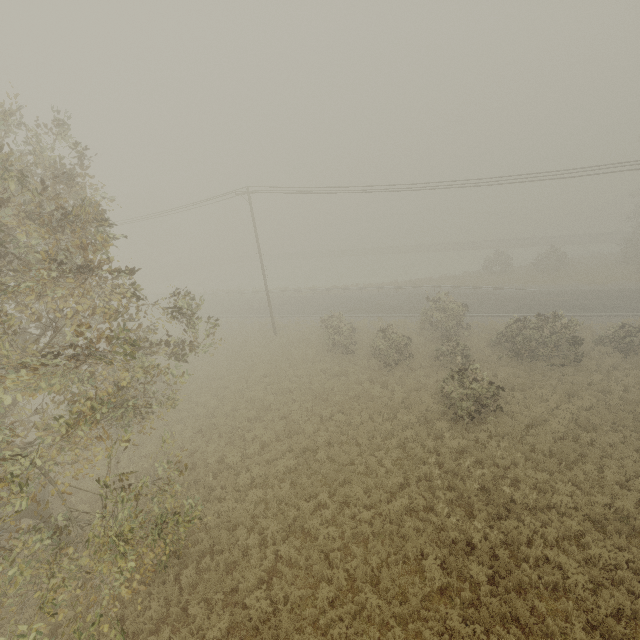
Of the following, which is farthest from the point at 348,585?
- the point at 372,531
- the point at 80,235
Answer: the point at 80,235
